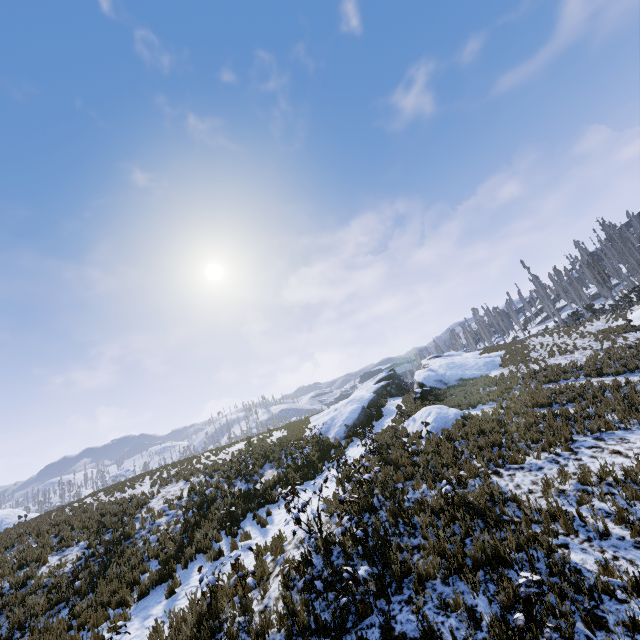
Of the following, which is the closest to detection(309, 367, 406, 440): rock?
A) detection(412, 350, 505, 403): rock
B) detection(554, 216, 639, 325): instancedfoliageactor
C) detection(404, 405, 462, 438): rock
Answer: detection(412, 350, 505, 403): rock

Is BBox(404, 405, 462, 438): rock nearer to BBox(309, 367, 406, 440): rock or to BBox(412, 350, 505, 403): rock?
BBox(309, 367, 406, 440): rock

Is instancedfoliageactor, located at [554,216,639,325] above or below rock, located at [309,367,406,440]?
above

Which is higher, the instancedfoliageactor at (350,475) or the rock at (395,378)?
the rock at (395,378)

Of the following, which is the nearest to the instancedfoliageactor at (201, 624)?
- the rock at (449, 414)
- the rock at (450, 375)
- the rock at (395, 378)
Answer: the rock at (449, 414)

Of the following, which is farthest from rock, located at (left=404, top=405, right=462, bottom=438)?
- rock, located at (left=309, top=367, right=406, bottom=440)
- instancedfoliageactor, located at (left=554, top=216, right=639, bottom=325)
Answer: instancedfoliageactor, located at (left=554, top=216, right=639, bottom=325)

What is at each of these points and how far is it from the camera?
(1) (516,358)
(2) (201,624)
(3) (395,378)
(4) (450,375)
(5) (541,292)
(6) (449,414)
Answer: (1) instancedfoliageactor, 24.9m
(2) instancedfoliageactor, 6.8m
(3) rock, 34.3m
(4) rock, 25.0m
(5) instancedfoliageactor, 43.4m
(6) rock, 15.6m

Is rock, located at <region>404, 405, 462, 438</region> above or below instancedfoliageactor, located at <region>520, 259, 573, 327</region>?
below
